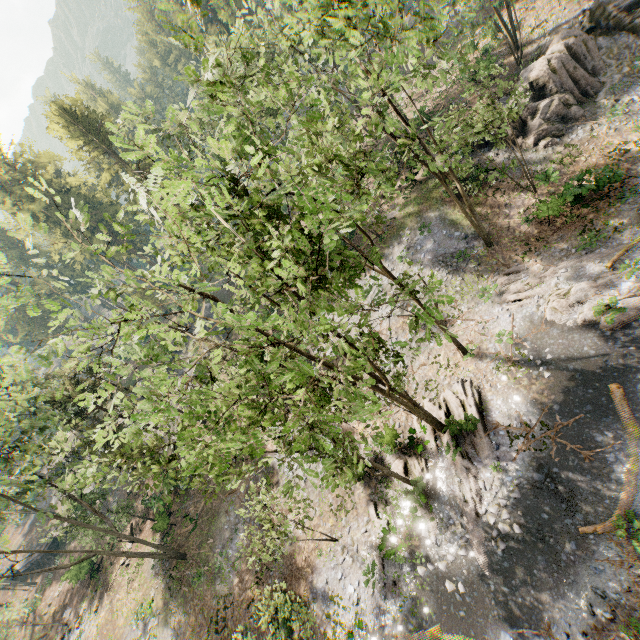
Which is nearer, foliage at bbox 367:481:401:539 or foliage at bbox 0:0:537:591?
foliage at bbox 0:0:537:591

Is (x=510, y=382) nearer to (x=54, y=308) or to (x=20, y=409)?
(x=54, y=308)

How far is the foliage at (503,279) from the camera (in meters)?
21.16

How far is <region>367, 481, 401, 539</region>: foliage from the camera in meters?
17.7

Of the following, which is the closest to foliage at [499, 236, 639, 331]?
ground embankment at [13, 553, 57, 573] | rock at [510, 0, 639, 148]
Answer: ground embankment at [13, 553, 57, 573]

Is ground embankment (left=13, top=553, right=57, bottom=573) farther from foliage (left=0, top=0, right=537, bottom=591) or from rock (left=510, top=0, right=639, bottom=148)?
rock (left=510, top=0, right=639, bottom=148)

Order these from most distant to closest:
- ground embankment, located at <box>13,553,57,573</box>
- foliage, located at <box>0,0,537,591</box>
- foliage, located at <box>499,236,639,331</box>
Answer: ground embankment, located at <box>13,553,57,573</box>
foliage, located at <box>499,236,639,331</box>
foliage, located at <box>0,0,537,591</box>
